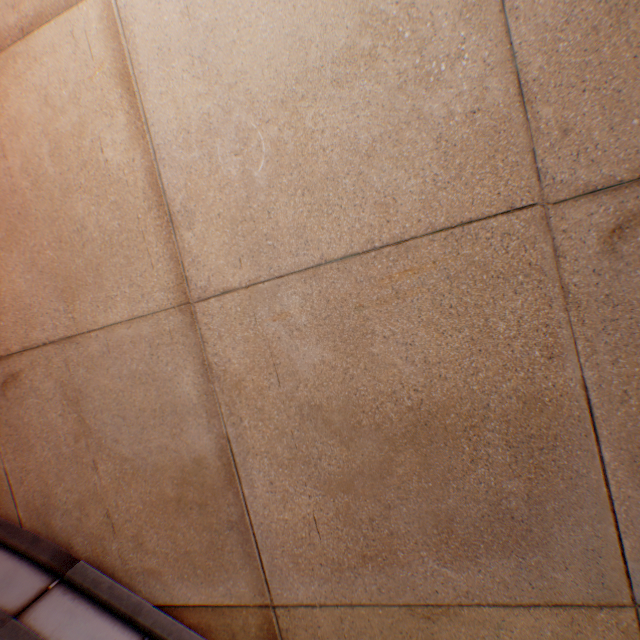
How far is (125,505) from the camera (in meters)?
1.72
